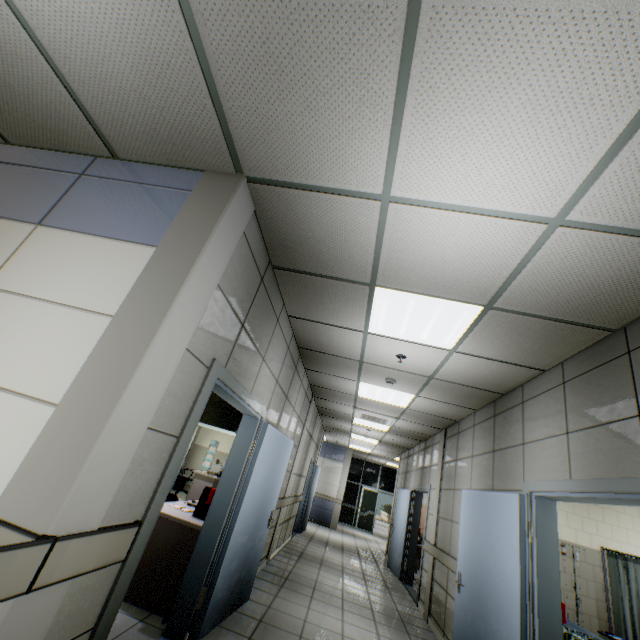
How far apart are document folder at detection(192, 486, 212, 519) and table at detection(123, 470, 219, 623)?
0.0m

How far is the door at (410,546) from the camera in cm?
698

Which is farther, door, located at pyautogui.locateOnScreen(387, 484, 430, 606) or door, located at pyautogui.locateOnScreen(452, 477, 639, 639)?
door, located at pyautogui.locateOnScreen(387, 484, 430, 606)

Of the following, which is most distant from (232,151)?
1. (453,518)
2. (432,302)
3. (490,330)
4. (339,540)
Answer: (339,540)

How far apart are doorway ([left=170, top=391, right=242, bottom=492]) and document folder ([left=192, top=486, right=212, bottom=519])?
2.72m

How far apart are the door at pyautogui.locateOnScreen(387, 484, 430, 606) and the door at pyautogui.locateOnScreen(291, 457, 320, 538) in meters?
2.7

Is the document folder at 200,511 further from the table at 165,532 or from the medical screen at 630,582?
the medical screen at 630,582

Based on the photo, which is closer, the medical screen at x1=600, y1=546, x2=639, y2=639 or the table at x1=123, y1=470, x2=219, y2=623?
the table at x1=123, y1=470, x2=219, y2=623
